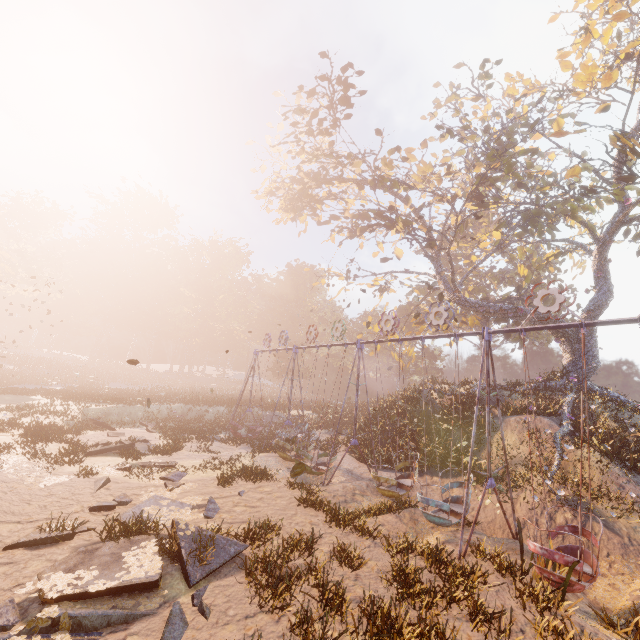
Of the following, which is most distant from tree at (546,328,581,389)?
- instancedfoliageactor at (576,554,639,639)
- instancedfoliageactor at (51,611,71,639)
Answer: instancedfoliageactor at (51,611,71,639)

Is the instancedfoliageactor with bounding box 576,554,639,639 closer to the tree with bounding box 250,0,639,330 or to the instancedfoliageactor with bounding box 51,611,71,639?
the tree with bounding box 250,0,639,330

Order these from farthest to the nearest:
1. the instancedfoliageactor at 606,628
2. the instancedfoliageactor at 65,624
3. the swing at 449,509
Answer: the swing at 449,509 → the instancedfoliageactor at 606,628 → the instancedfoliageactor at 65,624

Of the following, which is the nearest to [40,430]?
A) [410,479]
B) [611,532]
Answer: [410,479]

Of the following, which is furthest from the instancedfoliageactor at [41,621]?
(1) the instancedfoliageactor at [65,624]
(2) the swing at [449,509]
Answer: (2) the swing at [449,509]

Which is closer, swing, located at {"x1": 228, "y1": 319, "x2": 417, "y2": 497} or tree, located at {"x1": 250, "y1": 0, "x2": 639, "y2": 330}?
swing, located at {"x1": 228, "y1": 319, "x2": 417, "y2": 497}

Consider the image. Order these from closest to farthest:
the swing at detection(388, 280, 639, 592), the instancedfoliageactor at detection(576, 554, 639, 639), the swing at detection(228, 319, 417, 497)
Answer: the instancedfoliageactor at detection(576, 554, 639, 639), the swing at detection(388, 280, 639, 592), the swing at detection(228, 319, 417, 497)
